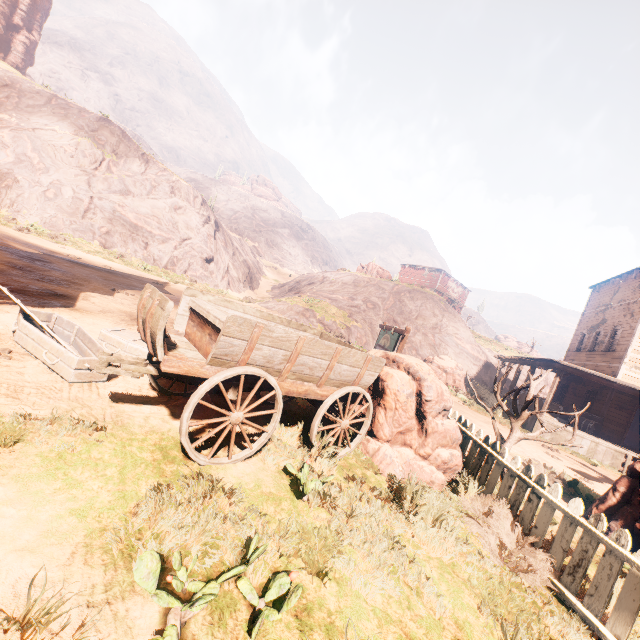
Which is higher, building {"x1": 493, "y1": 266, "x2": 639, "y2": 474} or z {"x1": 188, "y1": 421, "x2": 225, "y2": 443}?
building {"x1": 493, "y1": 266, "x2": 639, "y2": 474}

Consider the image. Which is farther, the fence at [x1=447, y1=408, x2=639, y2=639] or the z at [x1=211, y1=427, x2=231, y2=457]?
the z at [x1=211, y1=427, x2=231, y2=457]

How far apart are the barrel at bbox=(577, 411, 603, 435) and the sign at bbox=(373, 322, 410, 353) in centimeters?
1381cm

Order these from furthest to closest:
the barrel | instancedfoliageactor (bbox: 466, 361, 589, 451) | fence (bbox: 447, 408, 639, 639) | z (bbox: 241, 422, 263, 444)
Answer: the barrel, instancedfoliageactor (bbox: 466, 361, 589, 451), z (bbox: 241, 422, 263, 444), fence (bbox: 447, 408, 639, 639)

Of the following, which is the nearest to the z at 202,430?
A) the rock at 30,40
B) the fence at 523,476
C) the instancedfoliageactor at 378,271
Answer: the fence at 523,476

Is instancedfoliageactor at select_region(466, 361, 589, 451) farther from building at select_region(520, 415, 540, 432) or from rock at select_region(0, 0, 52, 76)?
rock at select_region(0, 0, 52, 76)

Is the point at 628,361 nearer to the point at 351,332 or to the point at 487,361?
the point at 487,361

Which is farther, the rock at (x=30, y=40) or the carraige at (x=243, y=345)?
the rock at (x=30, y=40)
